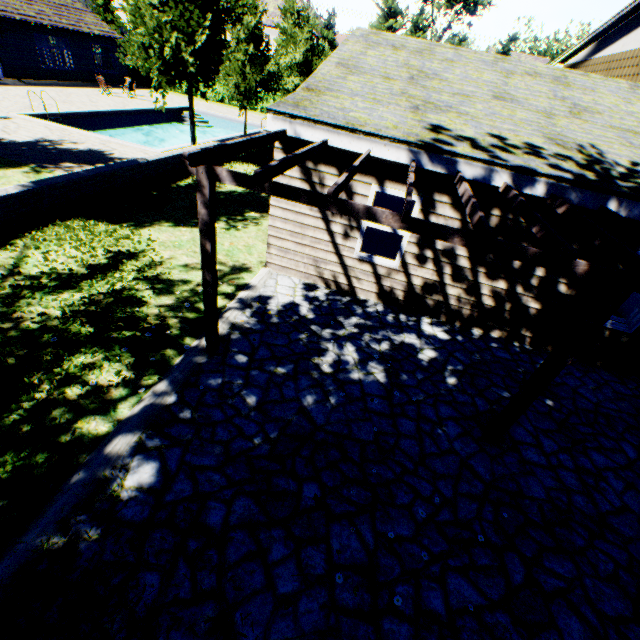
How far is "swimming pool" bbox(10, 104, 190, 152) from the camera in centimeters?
1545cm

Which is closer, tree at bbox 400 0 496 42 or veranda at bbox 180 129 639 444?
veranda at bbox 180 129 639 444

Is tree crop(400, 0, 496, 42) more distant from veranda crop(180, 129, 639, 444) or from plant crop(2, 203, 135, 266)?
veranda crop(180, 129, 639, 444)

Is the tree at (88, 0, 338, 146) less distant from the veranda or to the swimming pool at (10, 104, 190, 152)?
the swimming pool at (10, 104, 190, 152)

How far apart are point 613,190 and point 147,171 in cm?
1259

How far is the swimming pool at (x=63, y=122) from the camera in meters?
15.5
